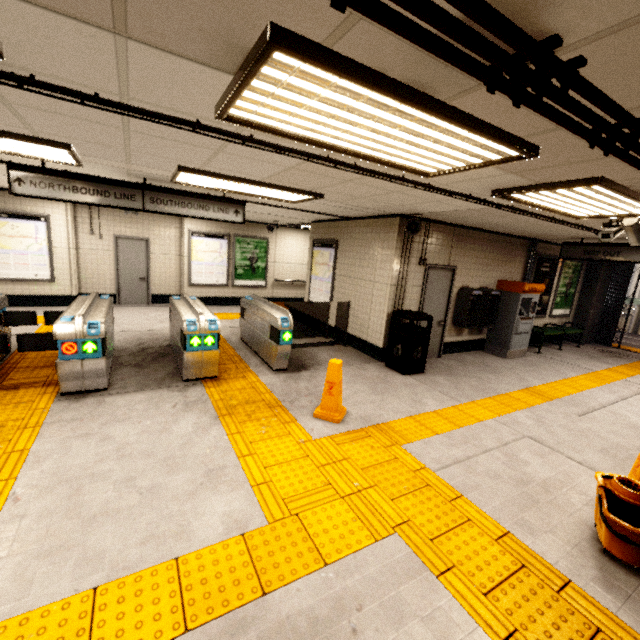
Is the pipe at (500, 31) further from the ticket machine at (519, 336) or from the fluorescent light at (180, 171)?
the ticket machine at (519, 336)

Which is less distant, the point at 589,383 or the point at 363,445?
the point at 363,445

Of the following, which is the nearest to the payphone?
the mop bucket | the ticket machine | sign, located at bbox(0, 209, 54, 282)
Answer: the ticket machine

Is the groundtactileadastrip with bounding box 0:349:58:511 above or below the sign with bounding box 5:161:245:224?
below

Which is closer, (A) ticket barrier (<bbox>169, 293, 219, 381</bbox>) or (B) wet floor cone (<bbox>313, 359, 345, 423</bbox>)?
(B) wet floor cone (<bbox>313, 359, 345, 423</bbox>)

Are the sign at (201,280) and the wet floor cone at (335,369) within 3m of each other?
no

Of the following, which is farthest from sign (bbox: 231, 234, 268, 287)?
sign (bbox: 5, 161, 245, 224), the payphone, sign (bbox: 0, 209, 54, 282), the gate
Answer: the gate

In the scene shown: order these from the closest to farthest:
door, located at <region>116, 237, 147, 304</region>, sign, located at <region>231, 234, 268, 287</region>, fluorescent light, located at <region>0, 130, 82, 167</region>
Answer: fluorescent light, located at <region>0, 130, 82, 167</region>, door, located at <region>116, 237, 147, 304</region>, sign, located at <region>231, 234, 268, 287</region>
